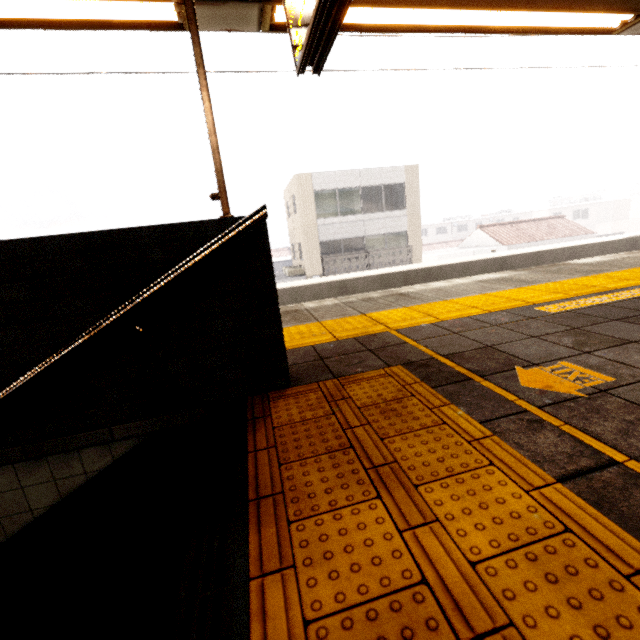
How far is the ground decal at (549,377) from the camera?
1.6m

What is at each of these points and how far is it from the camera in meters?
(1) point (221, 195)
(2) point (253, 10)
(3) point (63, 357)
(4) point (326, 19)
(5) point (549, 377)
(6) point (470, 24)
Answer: (1) rolling shutter, 1.7
(2) awning structure, 2.8
(3) stairs, 1.5
(4) sign, 2.0
(5) ground decal, 1.7
(6) awning structure, 3.4

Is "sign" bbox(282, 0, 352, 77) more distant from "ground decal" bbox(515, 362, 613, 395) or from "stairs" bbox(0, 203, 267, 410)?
"ground decal" bbox(515, 362, 613, 395)

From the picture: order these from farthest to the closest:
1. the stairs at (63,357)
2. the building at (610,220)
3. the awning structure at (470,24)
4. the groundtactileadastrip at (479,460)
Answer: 1. the building at (610,220)
2. the awning structure at (470,24)
3. the stairs at (63,357)
4. the groundtactileadastrip at (479,460)

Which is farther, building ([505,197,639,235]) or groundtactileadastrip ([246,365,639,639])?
building ([505,197,639,235])

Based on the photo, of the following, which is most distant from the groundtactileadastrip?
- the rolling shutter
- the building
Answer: the building

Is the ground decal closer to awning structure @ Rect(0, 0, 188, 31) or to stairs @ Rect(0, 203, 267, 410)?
awning structure @ Rect(0, 0, 188, 31)

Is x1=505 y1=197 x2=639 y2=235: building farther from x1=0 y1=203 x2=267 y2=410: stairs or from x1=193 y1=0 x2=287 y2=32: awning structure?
x1=0 y1=203 x2=267 y2=410: stairs
